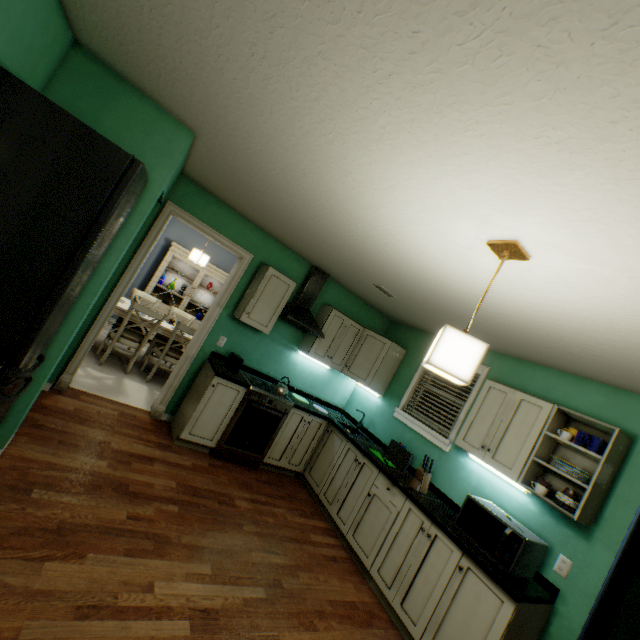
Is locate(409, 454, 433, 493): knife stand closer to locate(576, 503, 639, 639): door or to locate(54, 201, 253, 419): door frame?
locate(576, 503, 639, 639): door

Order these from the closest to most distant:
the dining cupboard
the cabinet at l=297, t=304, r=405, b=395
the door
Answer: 1. the door
2. the cabinet at l=297, t=304, r=405, b=395
3. the dining cupboard

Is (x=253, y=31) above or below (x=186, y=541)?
above

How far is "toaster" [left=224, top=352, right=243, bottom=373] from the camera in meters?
3.6 m

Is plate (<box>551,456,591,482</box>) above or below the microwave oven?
above

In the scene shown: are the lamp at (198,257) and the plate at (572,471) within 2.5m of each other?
no

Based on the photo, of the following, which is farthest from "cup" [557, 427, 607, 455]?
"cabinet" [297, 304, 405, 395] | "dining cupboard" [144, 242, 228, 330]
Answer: "dining cupboard" [144, 242, 228, 330]

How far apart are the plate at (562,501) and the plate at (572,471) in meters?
0.2
